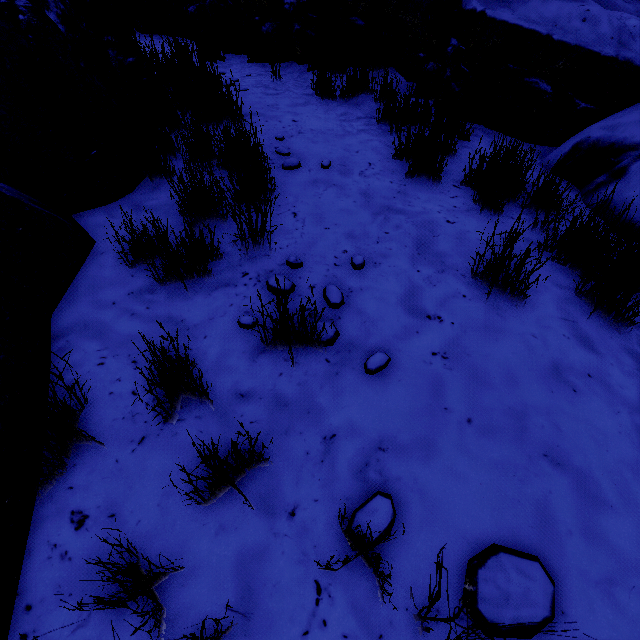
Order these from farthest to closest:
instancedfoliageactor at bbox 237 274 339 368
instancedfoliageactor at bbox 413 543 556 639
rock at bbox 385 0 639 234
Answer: rock at bbox 385 0 639 234 → instancedfoliageactor at bbox 237 274 339 368 → instancedfoliageactor at bbox 413 543 556 639

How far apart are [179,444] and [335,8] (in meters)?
5.33

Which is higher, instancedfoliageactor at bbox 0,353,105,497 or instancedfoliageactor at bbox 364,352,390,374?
instancedfoliageactor at bbox 0,353,105,497

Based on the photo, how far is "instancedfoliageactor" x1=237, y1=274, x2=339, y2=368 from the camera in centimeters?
146cm

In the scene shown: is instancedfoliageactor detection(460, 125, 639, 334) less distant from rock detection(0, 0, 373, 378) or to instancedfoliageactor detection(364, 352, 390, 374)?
instancedfoliageactor detection(364, 352, 390, 374)

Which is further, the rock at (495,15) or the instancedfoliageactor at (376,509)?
the rock at (495,15)

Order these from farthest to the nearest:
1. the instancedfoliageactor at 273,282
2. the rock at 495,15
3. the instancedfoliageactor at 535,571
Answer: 1. the rock at 495,15
2. the instancedfoliageactor at 273,282
3. the instancedfoliageactor at 535,571

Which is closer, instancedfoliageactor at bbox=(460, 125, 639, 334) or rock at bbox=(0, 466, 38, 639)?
rock at bbox=(0, 466, 38, 639)
